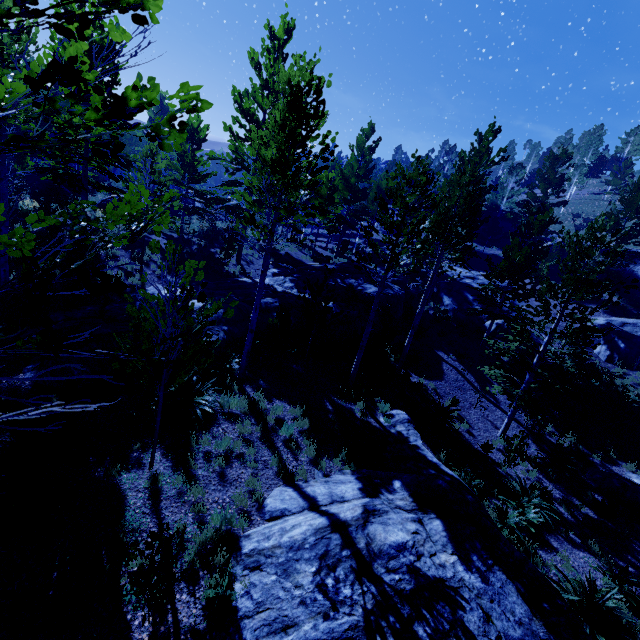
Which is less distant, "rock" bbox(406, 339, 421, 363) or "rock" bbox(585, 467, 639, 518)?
"rock" bbox(585, 467, 639, 518)

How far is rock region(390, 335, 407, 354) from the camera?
17.7m

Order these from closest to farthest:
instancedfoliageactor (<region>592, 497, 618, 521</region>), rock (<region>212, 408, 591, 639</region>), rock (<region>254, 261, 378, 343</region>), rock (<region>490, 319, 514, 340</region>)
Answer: rock (<region>212, 408, 591, 639</region>) → instancedfoliageactor (<region>592, 497, 618, 521</region>) → rock (<region>254, 261, 378, 343</region>) → rock (<region>490, 319, 514, 340</region>)

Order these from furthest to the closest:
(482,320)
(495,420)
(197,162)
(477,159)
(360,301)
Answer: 1. (482,320)
2. (197,162)
3. (360,301)
4. (495,420)
5. (477,159)

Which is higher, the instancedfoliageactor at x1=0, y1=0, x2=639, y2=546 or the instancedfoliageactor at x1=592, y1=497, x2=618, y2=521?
the instancedfoliageactor at x1=0, y1=0, x2=639, y2=546

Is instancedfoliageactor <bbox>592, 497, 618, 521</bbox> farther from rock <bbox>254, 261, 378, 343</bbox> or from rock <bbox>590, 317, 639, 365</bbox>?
rock <bbox>590, 317, 639, 365</bbox>

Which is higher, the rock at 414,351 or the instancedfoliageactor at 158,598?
the rock at 414,351

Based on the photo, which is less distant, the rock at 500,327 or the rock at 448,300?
the rock at 500,327
